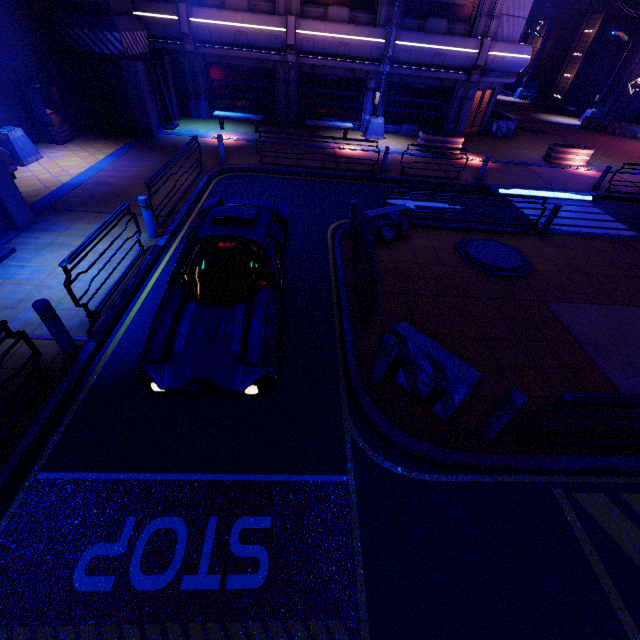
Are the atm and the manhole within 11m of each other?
no

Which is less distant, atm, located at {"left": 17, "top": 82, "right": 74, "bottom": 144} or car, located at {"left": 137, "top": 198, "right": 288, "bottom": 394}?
car, located at {"left": 137, "top": 198, "right": 288, "bottom": 394}

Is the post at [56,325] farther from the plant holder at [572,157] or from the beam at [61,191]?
the plant holder at [572,157]

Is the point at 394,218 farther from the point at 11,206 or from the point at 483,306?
the point at 11,206

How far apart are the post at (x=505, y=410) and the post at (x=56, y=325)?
6.8m

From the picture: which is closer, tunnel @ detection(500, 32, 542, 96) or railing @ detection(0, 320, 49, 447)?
railing @ detection(0, 320, 49, 447)

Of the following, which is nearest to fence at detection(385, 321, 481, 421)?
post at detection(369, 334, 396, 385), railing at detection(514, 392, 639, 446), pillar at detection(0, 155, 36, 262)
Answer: post at detection(369, 334, 396, 385)

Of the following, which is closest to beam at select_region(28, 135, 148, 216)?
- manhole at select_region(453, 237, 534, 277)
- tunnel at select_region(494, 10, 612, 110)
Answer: manhole at select_region(453, 237, 534, 277)
